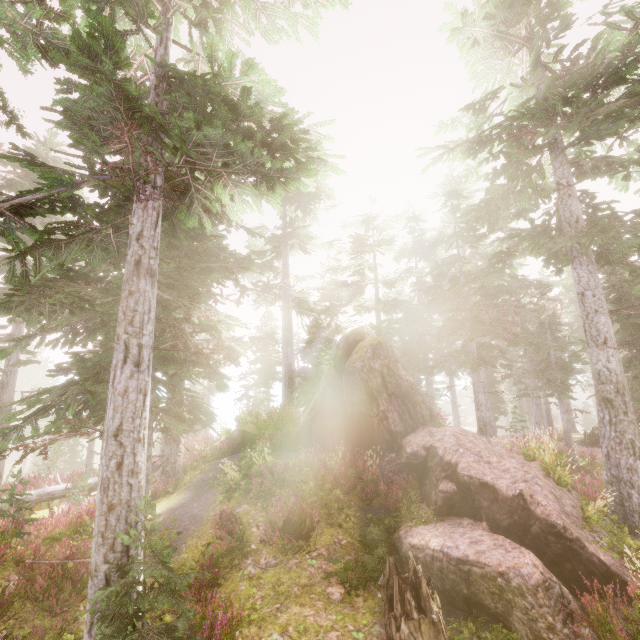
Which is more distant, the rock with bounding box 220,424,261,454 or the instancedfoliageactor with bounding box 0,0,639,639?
the rock with bounding box 220,424,261,454

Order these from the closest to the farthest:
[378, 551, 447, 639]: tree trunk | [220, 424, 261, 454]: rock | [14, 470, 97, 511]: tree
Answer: [378, 551, 447, 639]: tree trunk → [14, 470, 97, 511]: tree → [220, 424, 261, 454]: rock

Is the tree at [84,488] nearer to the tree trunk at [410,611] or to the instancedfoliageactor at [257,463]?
the instancedfoliageactor at [257,463]

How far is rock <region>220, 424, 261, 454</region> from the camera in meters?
15.8 m

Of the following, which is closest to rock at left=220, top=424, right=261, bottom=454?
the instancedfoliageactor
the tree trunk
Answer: the instancedfoliageactor

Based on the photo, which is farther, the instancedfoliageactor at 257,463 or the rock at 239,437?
the rock at 239,437

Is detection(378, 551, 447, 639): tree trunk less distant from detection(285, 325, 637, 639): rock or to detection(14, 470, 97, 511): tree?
detection(285, 325, 637, 639): rock

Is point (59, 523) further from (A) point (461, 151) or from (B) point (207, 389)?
(A) point (461, 151)
